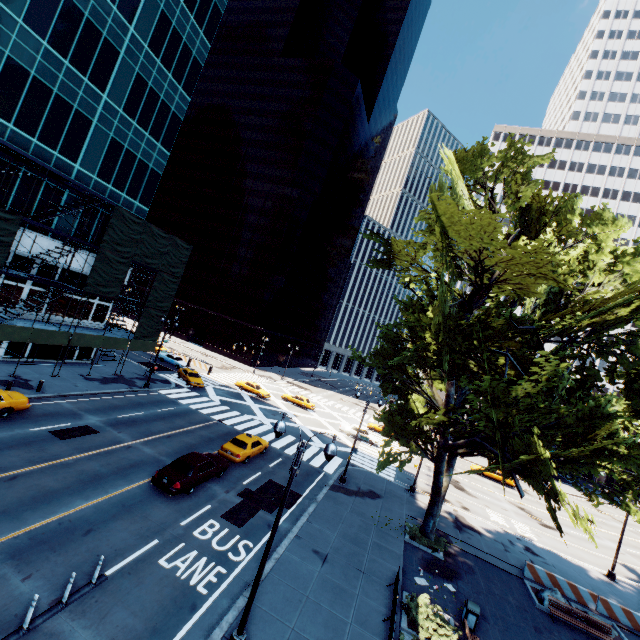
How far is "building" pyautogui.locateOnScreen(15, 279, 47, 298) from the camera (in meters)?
26.51

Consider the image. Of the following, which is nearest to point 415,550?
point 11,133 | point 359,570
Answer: point 359,570

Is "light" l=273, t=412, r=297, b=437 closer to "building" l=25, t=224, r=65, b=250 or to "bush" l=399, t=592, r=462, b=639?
"bush" l=399, t=592, r=462, b=639

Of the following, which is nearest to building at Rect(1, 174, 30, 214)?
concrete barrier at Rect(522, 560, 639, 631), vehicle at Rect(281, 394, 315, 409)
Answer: vehicle at Rect(281, 394, 315, 409)

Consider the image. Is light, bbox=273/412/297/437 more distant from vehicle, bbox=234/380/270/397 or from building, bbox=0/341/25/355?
vehicle, bbox=234/380/270/397

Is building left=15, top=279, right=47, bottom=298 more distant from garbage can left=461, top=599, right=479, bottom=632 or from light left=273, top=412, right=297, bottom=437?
garbage can left=461, top=599, right=479, bottom=632

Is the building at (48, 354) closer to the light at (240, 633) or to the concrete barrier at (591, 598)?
the light at (240, 633)

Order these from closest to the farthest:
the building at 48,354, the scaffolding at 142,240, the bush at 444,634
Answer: the bush at 444,634 → the scaffolding at 142,240 → the building at 48,354
